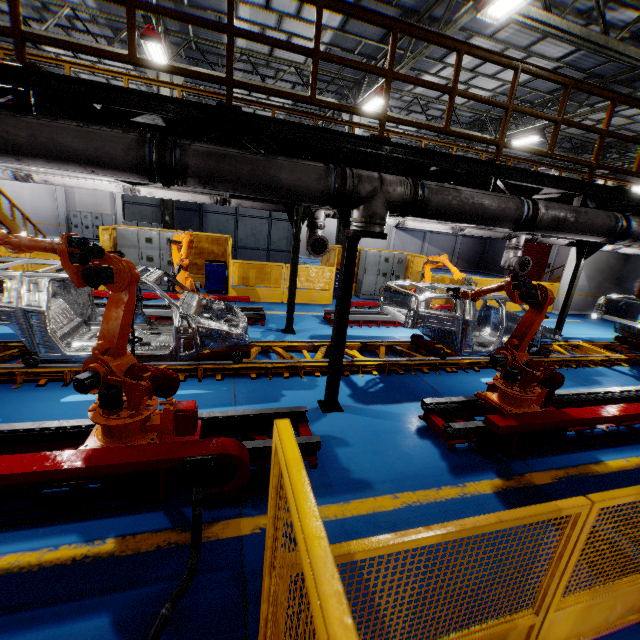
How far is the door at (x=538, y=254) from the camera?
29.2m

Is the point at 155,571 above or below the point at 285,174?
below

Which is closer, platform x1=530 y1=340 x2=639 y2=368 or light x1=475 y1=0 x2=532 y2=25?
light x1=475 y1=0 x2=532 y2=25

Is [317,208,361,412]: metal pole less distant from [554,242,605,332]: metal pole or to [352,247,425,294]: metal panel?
[352,247,425,294]: metal panel

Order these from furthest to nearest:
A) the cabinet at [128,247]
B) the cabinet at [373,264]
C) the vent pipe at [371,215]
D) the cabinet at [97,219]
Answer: the cabinet at [97,219], the cabinet at [373,264], the cabinet at [128,247], the vent pipe at [371,215]

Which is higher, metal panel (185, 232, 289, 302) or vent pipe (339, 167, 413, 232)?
vent pipe (339, 167, 413, 232)

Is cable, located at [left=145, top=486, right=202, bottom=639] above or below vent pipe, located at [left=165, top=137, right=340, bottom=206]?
below

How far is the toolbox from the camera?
12.30m
